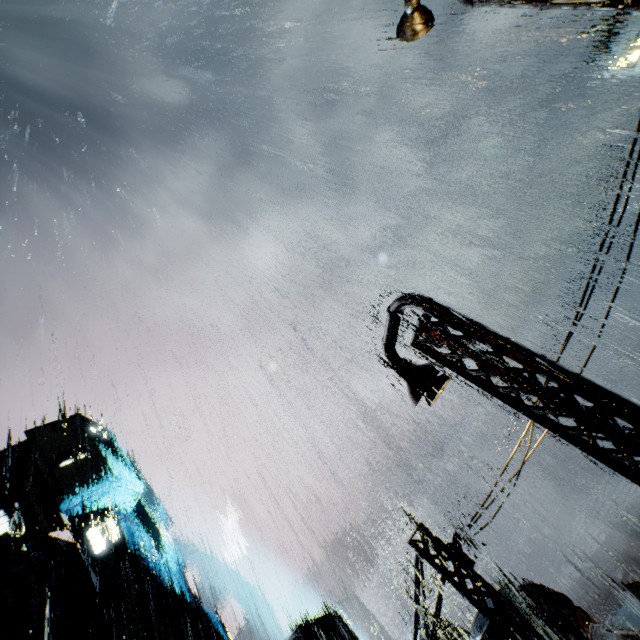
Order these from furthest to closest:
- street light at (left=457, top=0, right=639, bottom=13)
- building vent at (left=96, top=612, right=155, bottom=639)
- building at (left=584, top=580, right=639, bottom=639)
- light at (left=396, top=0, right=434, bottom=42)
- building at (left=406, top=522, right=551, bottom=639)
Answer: building vent at (left=96, top=612, right=155, bottom=639) < building at (left=406, top=522, right=551, bottom=639) < light at (left=396, top=0, right=434, bottom=42) < building at (left=584, top=580, right=639, bottom=639) < street light at (left=457, top=0, right=639, bottom=13)

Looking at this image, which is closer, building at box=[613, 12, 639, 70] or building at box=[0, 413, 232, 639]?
building at box=[0, 413, 232, 639]

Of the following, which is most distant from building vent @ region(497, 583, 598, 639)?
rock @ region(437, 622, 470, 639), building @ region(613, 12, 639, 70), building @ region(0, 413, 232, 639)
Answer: building @ region(613, 12, 639, 70)

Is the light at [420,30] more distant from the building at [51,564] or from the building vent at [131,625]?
the building vent at [131,625]

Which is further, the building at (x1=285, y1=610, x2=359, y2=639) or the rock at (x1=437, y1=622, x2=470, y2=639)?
the rock at (x1=437, y1=622, x2=470, y2=639)

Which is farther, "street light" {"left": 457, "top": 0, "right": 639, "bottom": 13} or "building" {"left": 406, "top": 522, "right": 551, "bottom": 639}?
"building" {"left": 406, "top": 522, "right": 551, "bottom": 639}

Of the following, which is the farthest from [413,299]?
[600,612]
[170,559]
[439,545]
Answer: [600,612]

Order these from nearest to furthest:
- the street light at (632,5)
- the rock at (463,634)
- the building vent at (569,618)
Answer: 1. the street light at (632,5)
2. the building vent at (569,618)
3. the rock at (463,634)
